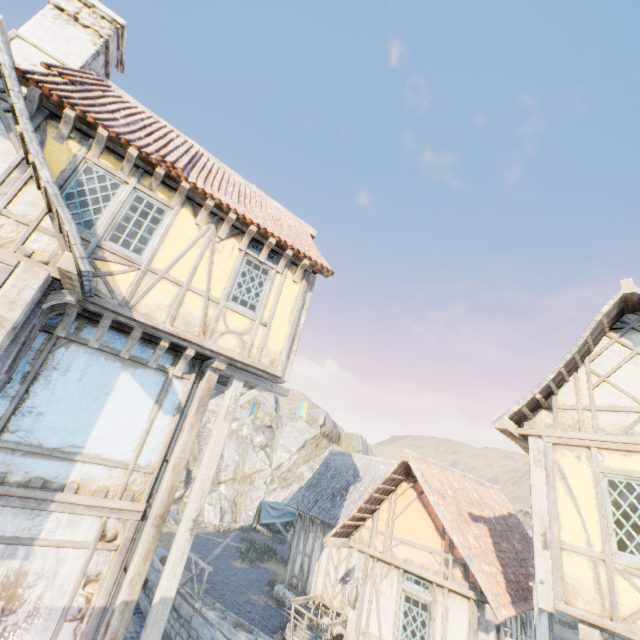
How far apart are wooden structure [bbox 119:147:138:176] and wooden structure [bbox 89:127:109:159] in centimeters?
35cm

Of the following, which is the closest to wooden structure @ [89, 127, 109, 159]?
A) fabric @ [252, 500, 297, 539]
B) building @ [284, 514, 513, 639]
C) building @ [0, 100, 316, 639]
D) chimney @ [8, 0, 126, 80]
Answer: building @ [0, 100, 316, 639]

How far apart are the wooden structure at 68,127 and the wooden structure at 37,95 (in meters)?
0.36

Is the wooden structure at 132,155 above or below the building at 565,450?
above

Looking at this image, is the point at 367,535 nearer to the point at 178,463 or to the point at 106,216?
the point at 178,463

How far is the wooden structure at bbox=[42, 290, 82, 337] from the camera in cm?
489

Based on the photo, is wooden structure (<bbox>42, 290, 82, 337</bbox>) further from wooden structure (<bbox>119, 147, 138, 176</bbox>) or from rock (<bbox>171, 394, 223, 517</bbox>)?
rock (<bbox>171, 394, 223, 517</bbox>)

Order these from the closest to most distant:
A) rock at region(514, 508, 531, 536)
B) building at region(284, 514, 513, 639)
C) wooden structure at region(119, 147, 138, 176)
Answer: wooden structure at region(119, 147, 138, 176) < building at region(284, 514, 513, 639) < rock at region(514, 508, 531, 536)
